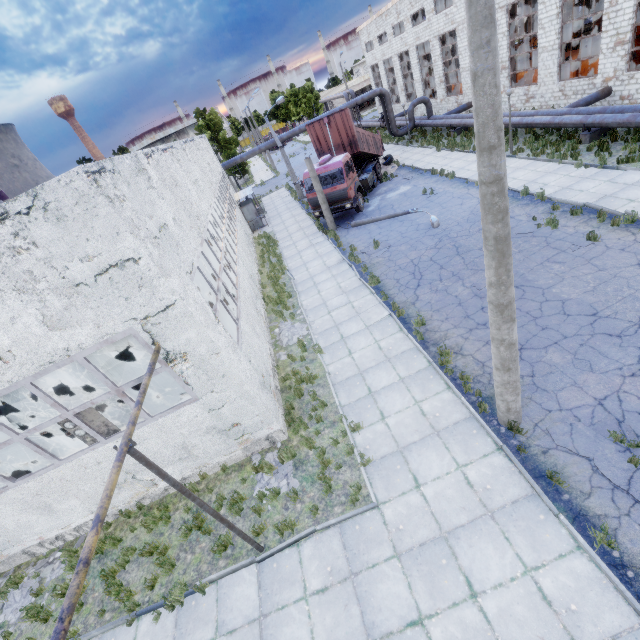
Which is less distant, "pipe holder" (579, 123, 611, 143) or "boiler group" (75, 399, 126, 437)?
"boiler group" (75, 399, 126, 437)

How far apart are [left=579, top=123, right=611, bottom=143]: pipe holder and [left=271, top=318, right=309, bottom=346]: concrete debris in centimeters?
1752cm

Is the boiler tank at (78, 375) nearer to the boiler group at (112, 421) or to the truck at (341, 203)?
the boiler group at (112, 421)

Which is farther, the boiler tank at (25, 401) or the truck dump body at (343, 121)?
the truck dump body at (343, 121)

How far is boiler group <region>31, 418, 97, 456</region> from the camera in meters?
7.7 m

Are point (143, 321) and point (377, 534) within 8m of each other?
yes

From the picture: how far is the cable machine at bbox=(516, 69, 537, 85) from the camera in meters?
25.9

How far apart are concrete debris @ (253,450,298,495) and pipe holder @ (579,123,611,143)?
21.5m
